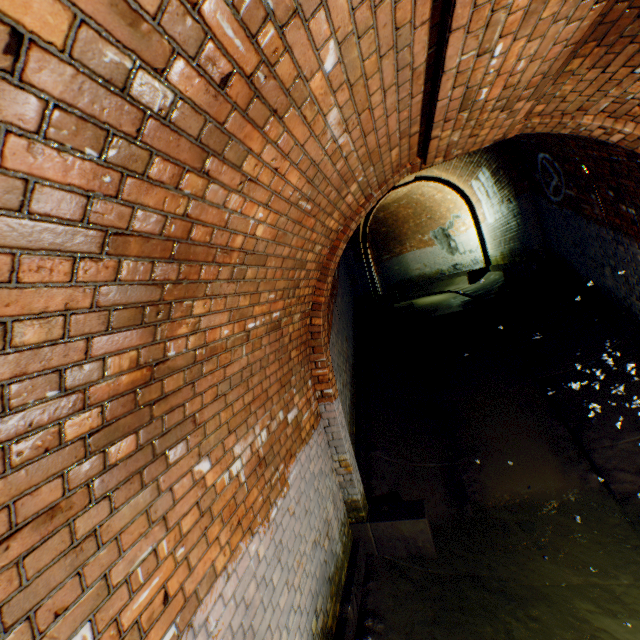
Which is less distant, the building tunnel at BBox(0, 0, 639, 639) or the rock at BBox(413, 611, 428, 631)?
the building tunnel at BBox(0, 0, 639, 639)

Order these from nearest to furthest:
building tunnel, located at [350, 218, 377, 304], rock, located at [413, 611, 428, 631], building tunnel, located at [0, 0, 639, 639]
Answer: building tunnel, located at [0, 0, 639, 639] < rock, located at [413, 611, 428, 631] < building tunnel, located at [350, 218, 377, 304]

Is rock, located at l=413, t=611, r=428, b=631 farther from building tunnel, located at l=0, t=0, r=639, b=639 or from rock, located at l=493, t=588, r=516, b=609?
rock, located at l=493, t=588, r=516, b=609

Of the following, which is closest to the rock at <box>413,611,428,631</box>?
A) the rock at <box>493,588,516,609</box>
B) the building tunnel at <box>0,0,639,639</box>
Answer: the building tunnel at <box>0,0,639,639</box>

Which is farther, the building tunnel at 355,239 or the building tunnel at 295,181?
the building tunnel at 355,239

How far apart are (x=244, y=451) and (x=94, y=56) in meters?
2.2

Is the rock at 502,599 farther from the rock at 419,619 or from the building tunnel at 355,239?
the rock at 419,619
